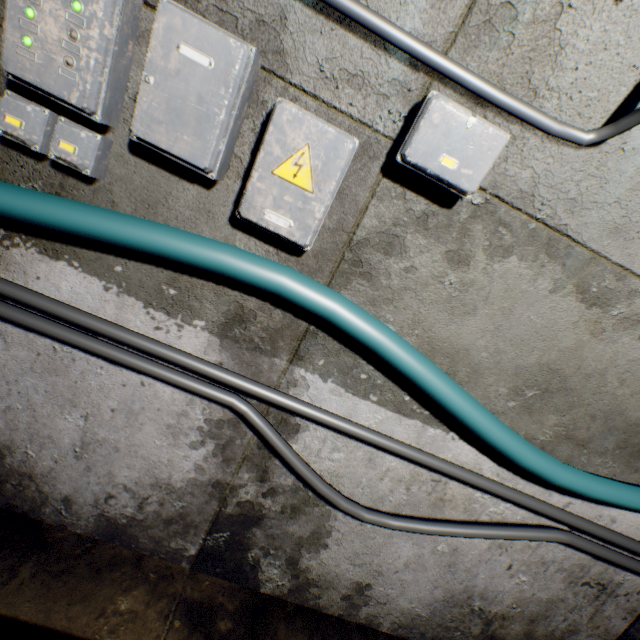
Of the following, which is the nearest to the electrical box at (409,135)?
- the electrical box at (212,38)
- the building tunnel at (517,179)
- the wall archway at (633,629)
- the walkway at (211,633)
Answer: the building tunnel at (517,179)

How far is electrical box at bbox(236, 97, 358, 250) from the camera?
1.0m

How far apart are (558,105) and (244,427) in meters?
1.7 m

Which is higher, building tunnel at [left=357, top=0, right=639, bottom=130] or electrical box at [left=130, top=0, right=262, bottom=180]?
building tunnel at [left=357, top=0, right=639, bottom=130]

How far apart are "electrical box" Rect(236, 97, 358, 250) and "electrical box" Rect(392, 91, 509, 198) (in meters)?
0.13

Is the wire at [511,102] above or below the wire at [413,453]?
above

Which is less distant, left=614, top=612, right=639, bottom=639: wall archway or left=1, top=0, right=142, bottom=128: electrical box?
left=1, top=0, right=142, bottom=128: electrical box

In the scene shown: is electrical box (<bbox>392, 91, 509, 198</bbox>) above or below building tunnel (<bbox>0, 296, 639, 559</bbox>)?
above
